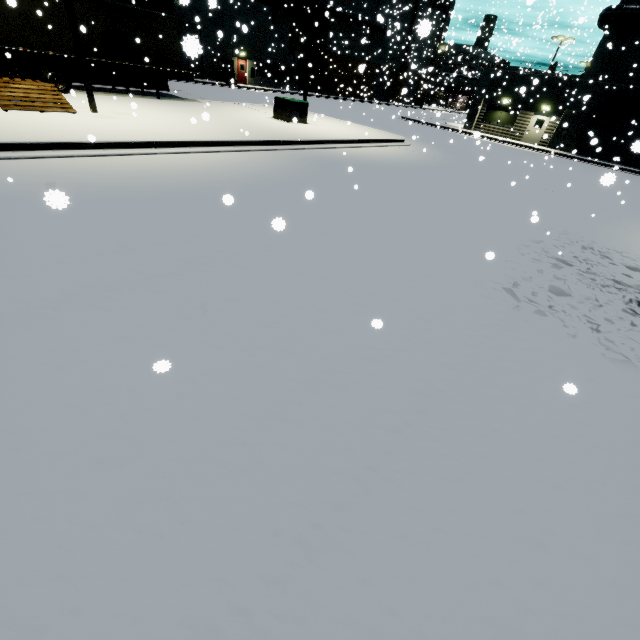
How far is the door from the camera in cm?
2808

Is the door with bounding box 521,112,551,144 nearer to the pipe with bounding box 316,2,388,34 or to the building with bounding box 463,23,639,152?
the building with bounding box 463,23,639,152

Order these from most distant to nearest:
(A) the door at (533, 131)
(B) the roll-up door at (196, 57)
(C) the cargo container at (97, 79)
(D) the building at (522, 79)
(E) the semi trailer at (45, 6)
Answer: (A) the door at (533, 131)
(D) the building at (522, 79)
(C) the cargo container at (97, 79)
(E) the semi trailer at (45, 6)
(B) the roll-up door at (196, 57)

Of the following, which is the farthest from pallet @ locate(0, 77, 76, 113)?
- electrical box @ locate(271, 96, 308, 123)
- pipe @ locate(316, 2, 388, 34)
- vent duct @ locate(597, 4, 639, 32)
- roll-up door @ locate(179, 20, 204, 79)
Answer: vent duct @ locate(597, 4, 639, 32)

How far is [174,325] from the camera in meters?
3.7 m

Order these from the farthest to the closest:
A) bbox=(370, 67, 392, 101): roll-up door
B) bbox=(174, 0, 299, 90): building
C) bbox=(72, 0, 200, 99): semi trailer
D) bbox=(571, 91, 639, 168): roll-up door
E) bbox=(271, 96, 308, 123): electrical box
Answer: bbox=(370, 67, 392, 101): roll-up door, bbox=(174, 0, 299, 90): building, bbox=(571, 91, 639, 168): roll-up door, bbox=(271, 96, 308, 123): electrical box, bbox=(72, 0, 200, 99): semi trailer

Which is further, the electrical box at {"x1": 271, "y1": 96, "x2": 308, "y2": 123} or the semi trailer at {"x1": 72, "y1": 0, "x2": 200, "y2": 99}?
the electrical box at {"x1": 271, "y1": 96, "x2": 308, "y2": 123}

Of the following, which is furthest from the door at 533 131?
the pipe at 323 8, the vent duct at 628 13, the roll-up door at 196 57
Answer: the pipe at 323 8
